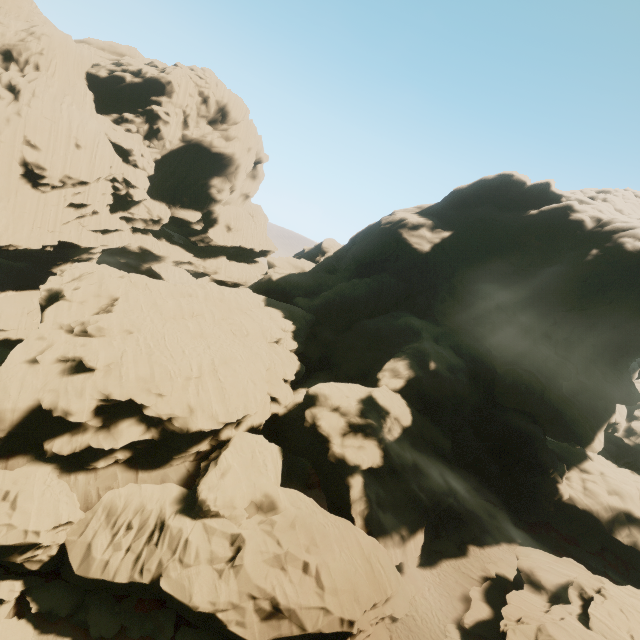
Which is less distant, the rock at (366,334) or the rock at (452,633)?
the rock at (366,334)

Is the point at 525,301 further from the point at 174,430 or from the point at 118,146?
the point at 118,146

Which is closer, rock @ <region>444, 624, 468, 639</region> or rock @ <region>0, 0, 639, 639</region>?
rock @ <region>0, 0, 639, 639</region>
